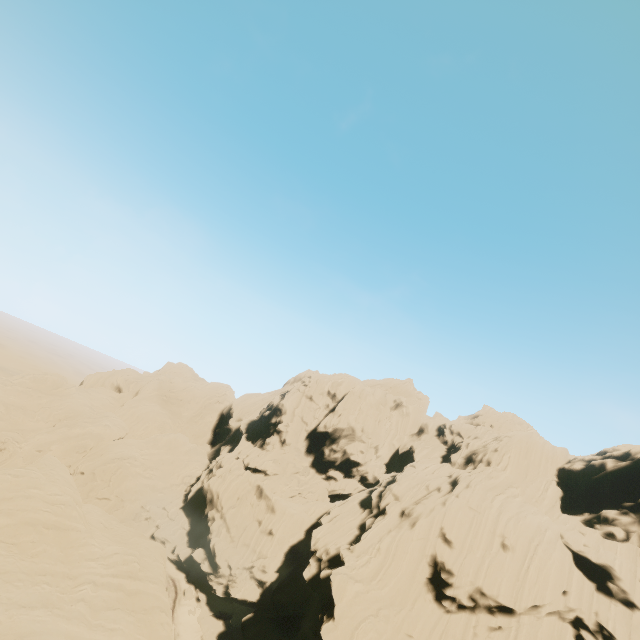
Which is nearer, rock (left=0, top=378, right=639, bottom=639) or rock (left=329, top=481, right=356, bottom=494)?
rock (left=0, top=378, right=639, bottom=639)

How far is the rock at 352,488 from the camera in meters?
58.7 m

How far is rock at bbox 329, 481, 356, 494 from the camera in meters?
58.7

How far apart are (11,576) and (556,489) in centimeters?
6064cm

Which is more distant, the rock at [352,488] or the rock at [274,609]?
the rock at [352,488]
